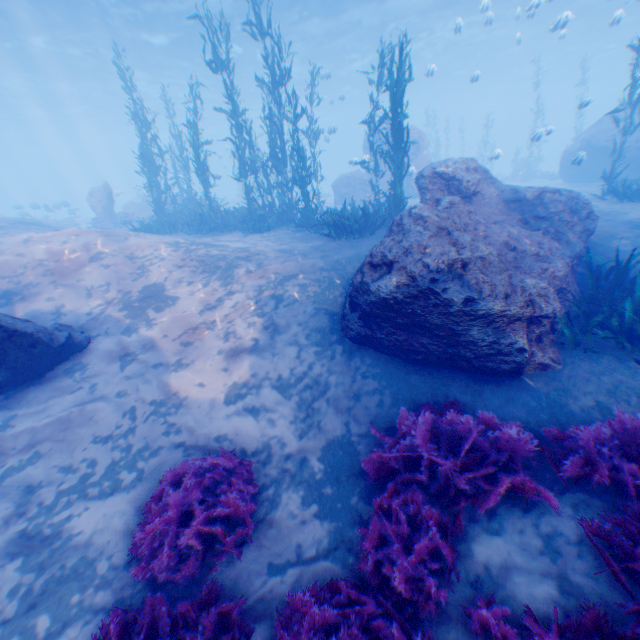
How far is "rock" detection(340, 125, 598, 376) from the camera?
4.77m

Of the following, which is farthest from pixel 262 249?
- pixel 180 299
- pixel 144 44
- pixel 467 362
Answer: pixel 144 44

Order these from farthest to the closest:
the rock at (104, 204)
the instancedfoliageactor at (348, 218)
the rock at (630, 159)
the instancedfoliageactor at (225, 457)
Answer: the rock at (104, 204), the rock at (630, 159), the instancedfoliageactor at (348, 218), the instancedfoliageactor at (225, 457)

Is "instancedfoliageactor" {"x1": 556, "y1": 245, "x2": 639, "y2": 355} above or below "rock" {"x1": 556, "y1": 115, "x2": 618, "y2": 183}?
below

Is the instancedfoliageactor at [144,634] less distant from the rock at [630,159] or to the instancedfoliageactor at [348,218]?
the rock at [630,159]

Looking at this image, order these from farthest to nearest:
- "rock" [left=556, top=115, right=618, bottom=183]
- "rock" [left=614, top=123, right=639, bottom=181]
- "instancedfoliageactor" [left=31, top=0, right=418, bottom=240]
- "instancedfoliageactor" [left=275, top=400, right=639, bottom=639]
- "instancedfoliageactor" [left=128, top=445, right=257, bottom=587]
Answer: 1. "rock" [left=556, top=115, right=618, bottom=183]
2. "rock" [left=614, top=123, right=639, bottom=181]
3. "instancedfoliageactor" [left=31, top=0, right=418, bottom=240]
4. "instancedfoliageactor" [left=128, top=445, right=257, bottom=587]
5. "instancedfoliageactor" [left=275, top=400, right=639, bottom=639]

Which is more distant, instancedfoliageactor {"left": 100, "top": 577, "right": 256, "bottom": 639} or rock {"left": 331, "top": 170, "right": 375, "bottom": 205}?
rock {"left": 331, "top": 170, "right": 375, "bottom": 205}
